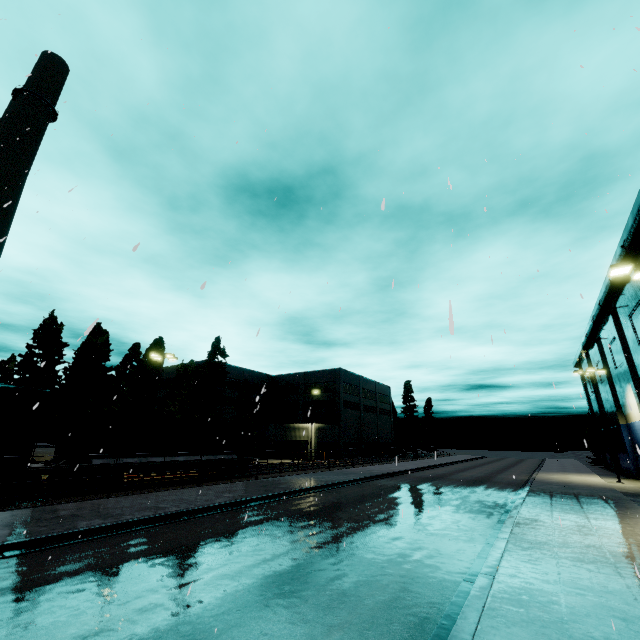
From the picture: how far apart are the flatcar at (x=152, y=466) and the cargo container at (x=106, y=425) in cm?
2

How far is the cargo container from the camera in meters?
17.3 m

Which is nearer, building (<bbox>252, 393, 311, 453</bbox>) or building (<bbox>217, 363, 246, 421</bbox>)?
building (<bbox>252, 393, 311, 453</bbox>)

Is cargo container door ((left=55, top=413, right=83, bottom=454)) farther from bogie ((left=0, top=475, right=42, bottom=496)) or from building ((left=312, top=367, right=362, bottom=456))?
building ((left=312, top=367, right=362, bottom=456))

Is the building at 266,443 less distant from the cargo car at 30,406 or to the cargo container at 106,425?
the cargo container at 106,425

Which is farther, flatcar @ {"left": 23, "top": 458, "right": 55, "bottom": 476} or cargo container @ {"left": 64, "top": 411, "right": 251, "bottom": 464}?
cargo container @ {"left": 64, "top": 411, "right": 251, "bottom": 464}

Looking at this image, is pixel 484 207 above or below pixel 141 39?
below

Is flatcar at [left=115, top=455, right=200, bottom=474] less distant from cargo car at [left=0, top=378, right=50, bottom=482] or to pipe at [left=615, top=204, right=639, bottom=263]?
cargo car at [left=0, top=378, right=50, bottom=482]
